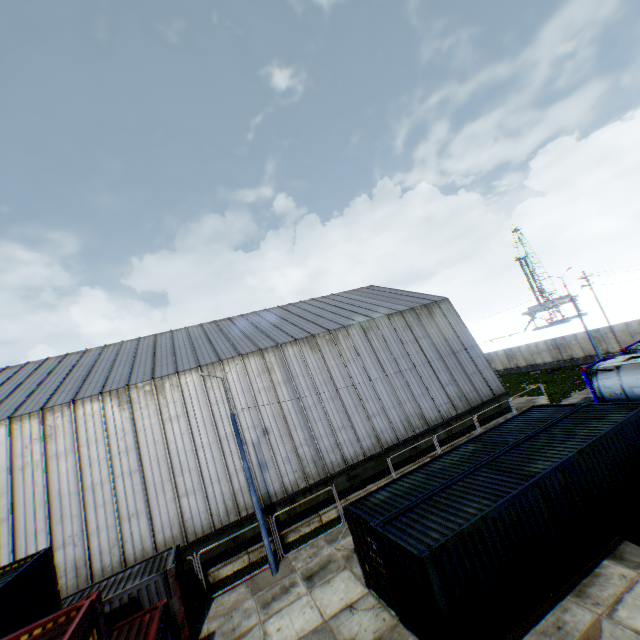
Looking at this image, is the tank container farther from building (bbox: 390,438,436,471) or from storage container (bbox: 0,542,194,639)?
storage container (bbox: 0,542,194,639)

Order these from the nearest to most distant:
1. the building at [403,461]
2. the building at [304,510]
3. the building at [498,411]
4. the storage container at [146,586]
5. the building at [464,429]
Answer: the storage container at [146,586] < the building at [304,510] < the building at [403,461] < the building at [464,429] < the building at [498,411]

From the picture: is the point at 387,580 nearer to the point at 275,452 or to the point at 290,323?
the point at 275,452

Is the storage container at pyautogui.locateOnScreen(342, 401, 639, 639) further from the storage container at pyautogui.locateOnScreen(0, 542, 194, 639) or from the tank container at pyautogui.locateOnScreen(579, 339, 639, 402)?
the tank container at pyautogui.locateOnScreen(579, 339, 639, 402)

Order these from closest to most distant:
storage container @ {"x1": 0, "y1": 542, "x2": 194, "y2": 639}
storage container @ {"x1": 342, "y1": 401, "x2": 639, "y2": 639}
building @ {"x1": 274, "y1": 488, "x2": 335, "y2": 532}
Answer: storage container @ {"x1": 0, "y1": 542, "x2": 194, "y2": 639}
storage container @ {"x1": 342, "y1": 401, "x2": 639, "y2": 639}
building @ {"x1": 274, "y1": 488, "x2": 335, "y2": 532}

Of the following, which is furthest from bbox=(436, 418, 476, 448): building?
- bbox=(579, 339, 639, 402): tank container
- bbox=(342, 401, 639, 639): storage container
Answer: bbox=(342, 401, 639, 639): storage container

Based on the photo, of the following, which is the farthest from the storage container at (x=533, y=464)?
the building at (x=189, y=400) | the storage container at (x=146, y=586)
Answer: the building at (x=189, y=400)
